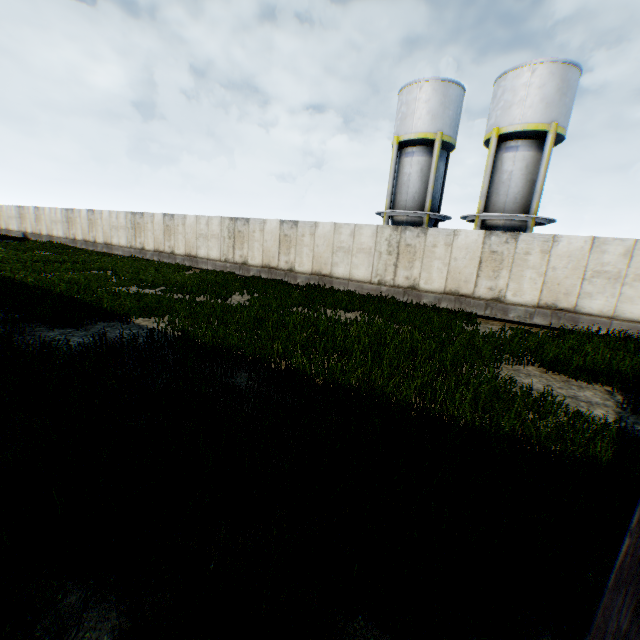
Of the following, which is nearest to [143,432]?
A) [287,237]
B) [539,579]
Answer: [539,579]

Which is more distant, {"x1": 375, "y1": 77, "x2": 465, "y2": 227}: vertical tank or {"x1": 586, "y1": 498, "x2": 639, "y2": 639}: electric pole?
{"x1": 375, "y1": 77, "x2": 465, "y2": 227}: vertical tank

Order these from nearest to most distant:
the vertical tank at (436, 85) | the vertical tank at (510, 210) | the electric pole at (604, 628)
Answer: the electric pole at (604, 628), the vertical tank at (510, 210), the vertical tank at (436, 85)

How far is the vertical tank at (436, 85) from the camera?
19.2m

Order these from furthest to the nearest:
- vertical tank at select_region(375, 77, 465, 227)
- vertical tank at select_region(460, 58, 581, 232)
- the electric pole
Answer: vertical tank at select_region(375, 77, 465, 227) → vertical tank at select_region(460, 58, 581, 232) → the electric pole

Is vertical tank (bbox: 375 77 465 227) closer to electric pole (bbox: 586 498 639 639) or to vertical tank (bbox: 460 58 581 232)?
vertical tank (bbox: 460 58 581 232)

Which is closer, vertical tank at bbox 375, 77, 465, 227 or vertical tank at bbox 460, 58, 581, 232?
vertical tank at bbox 460, 58, 581, 232
